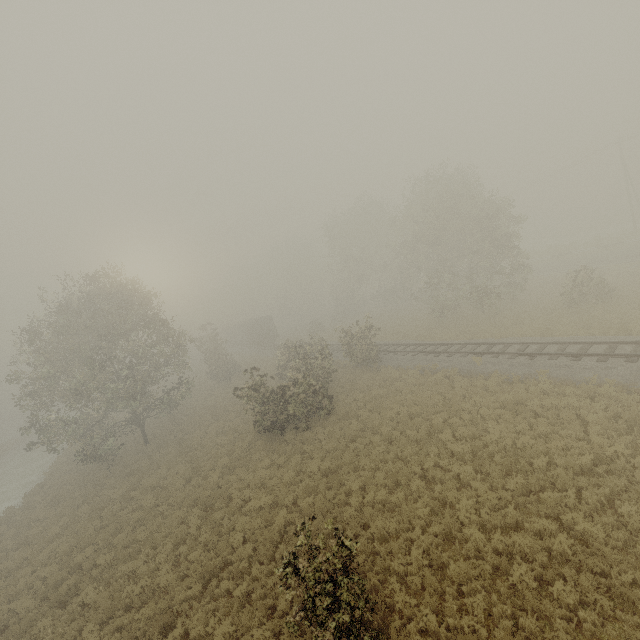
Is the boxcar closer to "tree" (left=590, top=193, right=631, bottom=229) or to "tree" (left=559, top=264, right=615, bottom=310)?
"tree" (left=559, top=264, right=615, bottom=310)

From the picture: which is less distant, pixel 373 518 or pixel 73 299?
pixel 373 518

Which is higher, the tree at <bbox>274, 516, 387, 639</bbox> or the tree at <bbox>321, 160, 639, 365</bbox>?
the tree at <bbox>321, 160, 639, 365</bbox>

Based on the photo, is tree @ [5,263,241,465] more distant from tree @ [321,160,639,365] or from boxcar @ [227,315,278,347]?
boxcar @ [227,315,278,347]

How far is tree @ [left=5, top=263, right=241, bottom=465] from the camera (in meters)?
21.27

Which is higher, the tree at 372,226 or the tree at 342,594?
the tree at 372,226

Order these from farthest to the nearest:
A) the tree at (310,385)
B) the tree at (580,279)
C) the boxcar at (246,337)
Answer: the boxcar at (246,337) → the tree at (580,279) → the tree at (310,385)
